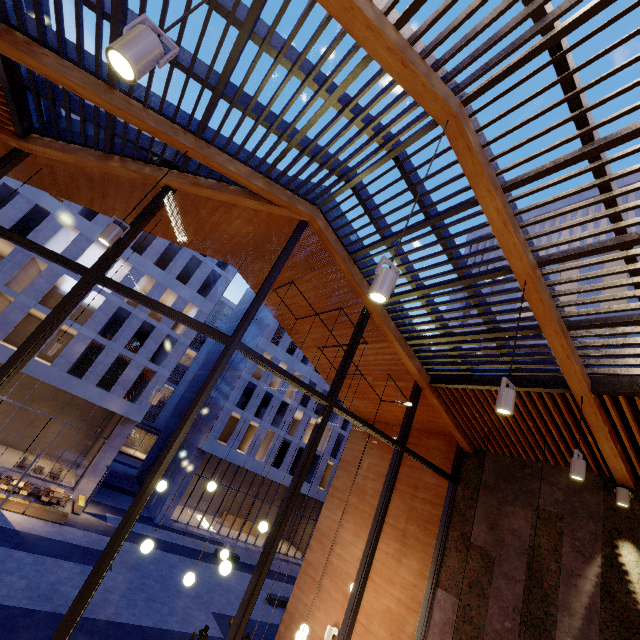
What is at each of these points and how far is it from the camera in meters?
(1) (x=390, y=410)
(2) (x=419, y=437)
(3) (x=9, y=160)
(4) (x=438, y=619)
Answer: (1) building, 8.9 m
(2) building, 8.5 m
(3) window frame, 5.0 m
(4) building, 6.0 m

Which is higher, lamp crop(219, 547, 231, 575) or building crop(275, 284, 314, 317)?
building crop(275, 284, 314, 317)

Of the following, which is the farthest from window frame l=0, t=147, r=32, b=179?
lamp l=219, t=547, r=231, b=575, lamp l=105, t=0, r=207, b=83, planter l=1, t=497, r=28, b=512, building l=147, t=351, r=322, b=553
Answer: building l=147, t=351, r=322, b=553

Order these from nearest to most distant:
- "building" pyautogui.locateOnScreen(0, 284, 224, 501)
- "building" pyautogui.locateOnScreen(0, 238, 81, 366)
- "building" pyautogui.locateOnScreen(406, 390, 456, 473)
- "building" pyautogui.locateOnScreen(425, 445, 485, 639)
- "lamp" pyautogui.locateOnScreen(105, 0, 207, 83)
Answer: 1. "lamp" pyautogui.locateOnScreen(105, 0, 207, 83)
2. "building" pyautogui.locateOnScreen(425, 445, 485, 639)
3. "building" pyautogui.locateOnScreen(406, 390, 456, 473)
4. "building" pyautogui.locateOnScreen(0, 238, 81, 366)
5. "building" pyautogui.locateOnScreen(0, 284, 224, 501)

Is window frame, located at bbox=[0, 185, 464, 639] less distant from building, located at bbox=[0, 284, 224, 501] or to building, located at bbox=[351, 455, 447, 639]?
building, located at bbox=[351, 455, 447, 639]

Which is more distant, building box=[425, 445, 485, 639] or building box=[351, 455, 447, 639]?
building box=[351, 455, 447, 639]

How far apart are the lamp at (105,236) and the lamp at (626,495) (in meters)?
8.08

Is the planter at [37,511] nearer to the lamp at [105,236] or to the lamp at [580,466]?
the lamp at [105,236]
